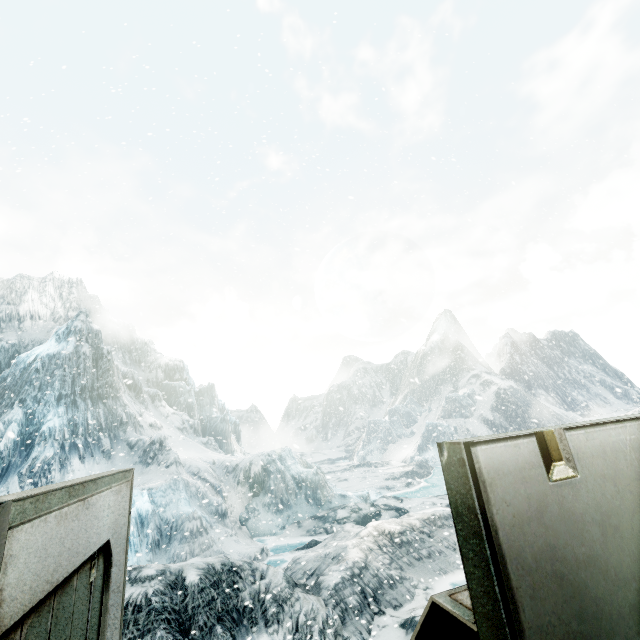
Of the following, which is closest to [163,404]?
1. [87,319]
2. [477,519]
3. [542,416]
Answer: [87,319]
